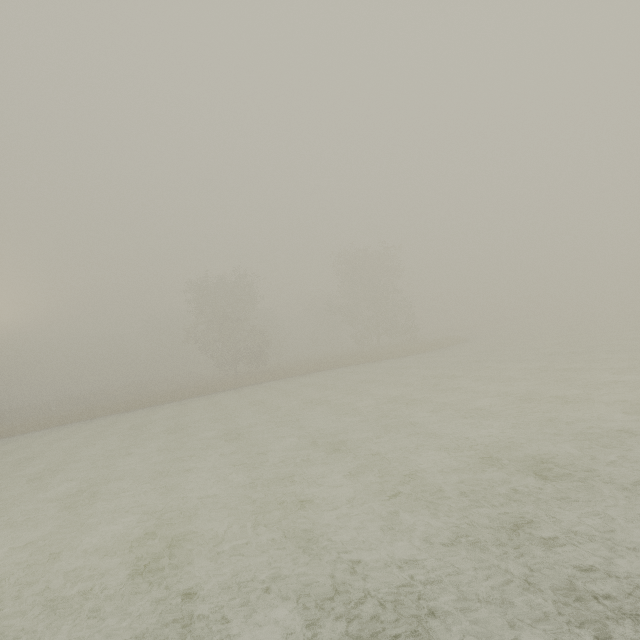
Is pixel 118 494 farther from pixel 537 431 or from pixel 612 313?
pixel 612 313
